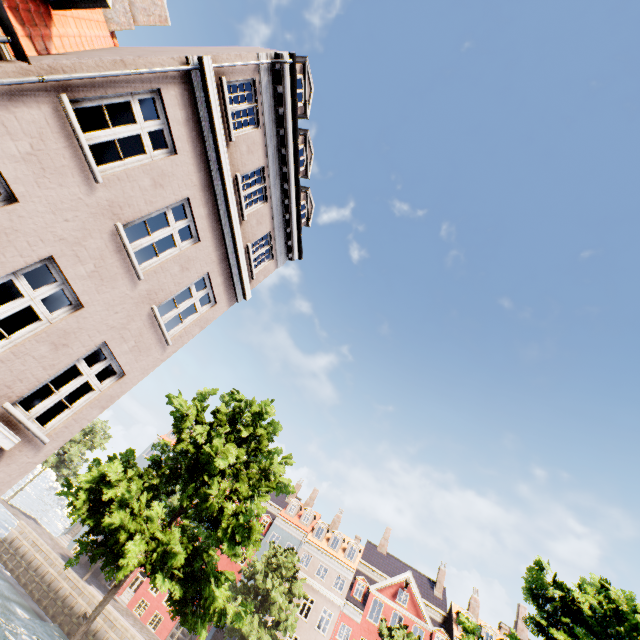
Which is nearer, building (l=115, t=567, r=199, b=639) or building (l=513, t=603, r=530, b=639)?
building (l=115, t=567, r=199, b=639)

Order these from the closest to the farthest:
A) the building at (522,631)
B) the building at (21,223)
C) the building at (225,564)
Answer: the building at (21,223) → the building at (225,564) → the building at (522,631)

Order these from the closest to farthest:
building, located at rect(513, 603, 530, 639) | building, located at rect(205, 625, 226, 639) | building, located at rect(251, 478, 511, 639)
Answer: building, located at rect(205, 625, 226, 639) < building, located at rect(251, 478, 511, 639) < building, located at rect(513, 603, 530, 639)

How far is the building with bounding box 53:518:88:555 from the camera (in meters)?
34.56

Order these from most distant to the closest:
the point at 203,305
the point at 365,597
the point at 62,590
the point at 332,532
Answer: the point at 332,532 → the point at 365,597 → the point at 62,590 → the point at 203,305

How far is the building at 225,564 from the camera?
32.8 meters
